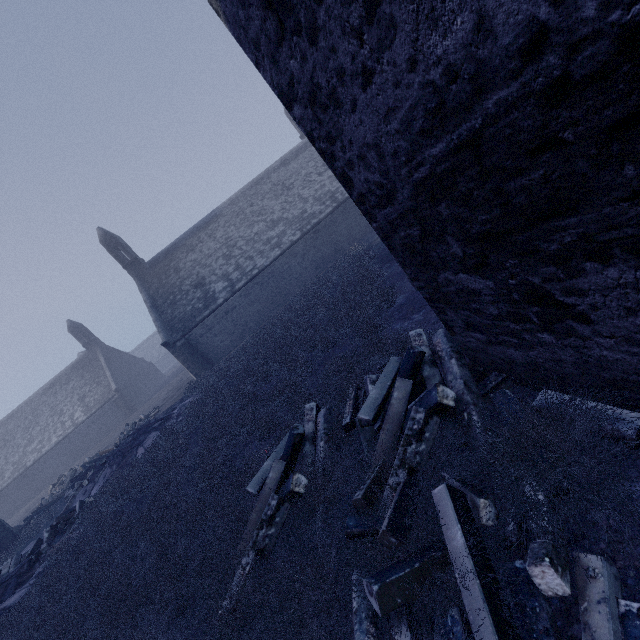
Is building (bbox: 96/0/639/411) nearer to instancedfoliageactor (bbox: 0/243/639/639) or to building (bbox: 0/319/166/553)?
instancedfoliageactor (bbox: 0/243/639/639)

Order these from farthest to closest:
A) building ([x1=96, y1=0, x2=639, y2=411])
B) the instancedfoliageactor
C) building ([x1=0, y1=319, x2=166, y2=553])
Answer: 1. building ([x1=0, y1=319, x2=166, y2=553])
2. the instancedfoliageactor
3. building ([x1=96, y1=0, x2=639, y2=411])

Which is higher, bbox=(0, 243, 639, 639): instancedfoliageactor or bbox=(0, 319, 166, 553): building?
bbox=(0, 319, 166, 553): building

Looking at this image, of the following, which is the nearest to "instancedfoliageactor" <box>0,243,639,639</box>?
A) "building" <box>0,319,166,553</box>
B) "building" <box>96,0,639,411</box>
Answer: "building" <box>96,0,639,411</box>

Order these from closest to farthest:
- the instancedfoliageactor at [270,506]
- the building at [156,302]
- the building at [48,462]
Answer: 1. the building at [156,302]
2. the instancedfoliageactor at [270,506]
3. the building at [48,462]

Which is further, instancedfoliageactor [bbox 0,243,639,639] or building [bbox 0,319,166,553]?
building [bbox 0,319,166,553]

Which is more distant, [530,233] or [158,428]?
[158,428]

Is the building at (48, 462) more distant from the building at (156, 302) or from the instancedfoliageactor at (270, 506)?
the instancedfoliageactor at (270, 506)
